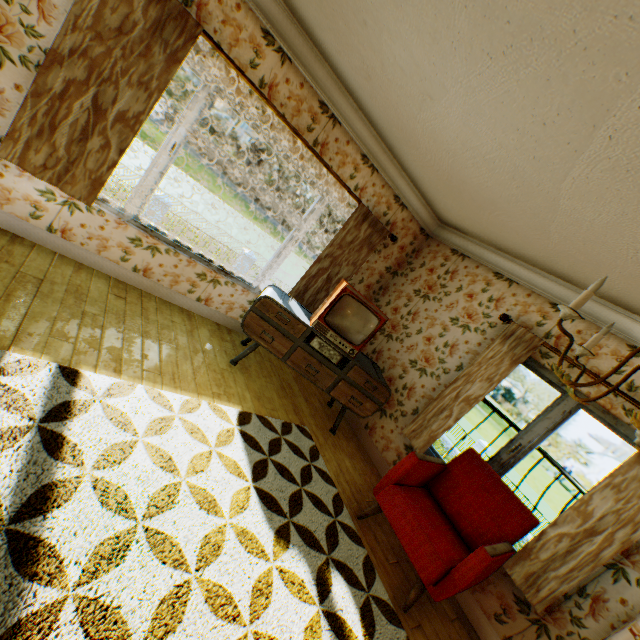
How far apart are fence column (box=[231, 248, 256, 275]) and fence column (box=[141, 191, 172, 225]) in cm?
454

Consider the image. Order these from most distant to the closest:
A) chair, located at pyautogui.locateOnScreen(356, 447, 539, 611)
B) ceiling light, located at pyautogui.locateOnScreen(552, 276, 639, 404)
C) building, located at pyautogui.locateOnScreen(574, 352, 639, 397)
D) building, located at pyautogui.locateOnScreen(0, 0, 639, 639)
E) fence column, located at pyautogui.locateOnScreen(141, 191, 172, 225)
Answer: fence column, located at pyautogui.locateOnScreen(141, 191, 172, 225), building, located at pyautogui.locateOnScreen(574, 352, 639, 397), chair, located at pyautogui.locateOnScreen(356, 447, 539, 611), building, located at pyautogui.locateOnScreen(0, 0, 639, 639), ceiling light, located at pyautogui.locateOnScreen(552, 276, 639, 404)

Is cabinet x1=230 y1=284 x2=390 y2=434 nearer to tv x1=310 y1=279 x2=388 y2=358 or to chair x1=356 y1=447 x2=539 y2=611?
tv x1=310 y1=279 x2=388 y2=358

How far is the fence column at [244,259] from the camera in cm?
1916

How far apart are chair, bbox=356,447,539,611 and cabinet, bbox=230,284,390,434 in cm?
88

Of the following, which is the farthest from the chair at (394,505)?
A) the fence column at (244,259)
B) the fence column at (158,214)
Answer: the fence column at (244,259)

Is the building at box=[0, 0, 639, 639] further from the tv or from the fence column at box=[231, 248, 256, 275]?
the fence column at box=[231, 248, 256, 275]

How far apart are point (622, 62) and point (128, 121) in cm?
344
